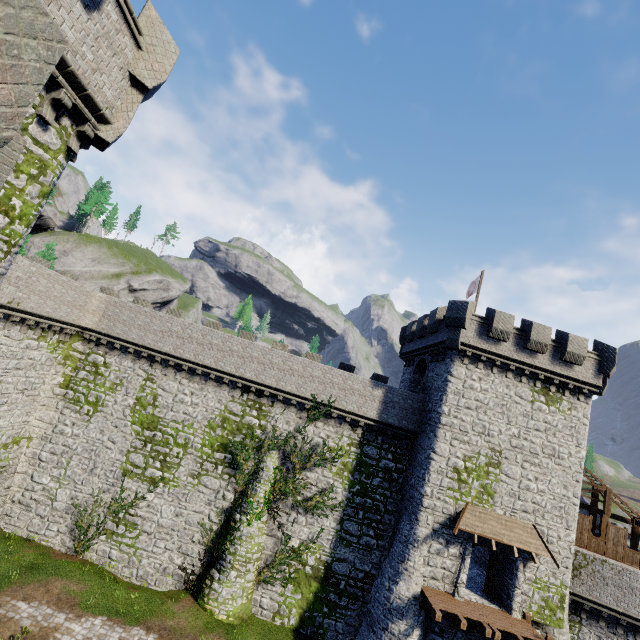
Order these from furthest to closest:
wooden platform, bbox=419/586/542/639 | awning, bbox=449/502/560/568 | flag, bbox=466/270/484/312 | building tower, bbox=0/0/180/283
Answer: flag, bbox=466/270/484/312 < awning, bbox=449/502/560/568 < wooden platform, bbox=419/586/542/639 < building tower, bbox=0/0/180/283

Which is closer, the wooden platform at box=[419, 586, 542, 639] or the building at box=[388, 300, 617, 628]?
the wooden platform at box=[419, 586, 542, 639]

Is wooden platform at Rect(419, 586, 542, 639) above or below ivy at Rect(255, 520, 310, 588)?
above

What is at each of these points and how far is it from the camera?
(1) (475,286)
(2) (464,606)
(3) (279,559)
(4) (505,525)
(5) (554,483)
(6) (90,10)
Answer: (1) flag, 25.4m
(2) wooden platform, 17.6m
(3) ivy, 20.5m
(4) awning, 19.0m
(5) building, 20.0m
(6) building tower, 7.5m

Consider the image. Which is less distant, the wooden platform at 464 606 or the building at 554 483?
the wooden platform at 464 606

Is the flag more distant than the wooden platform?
Yes

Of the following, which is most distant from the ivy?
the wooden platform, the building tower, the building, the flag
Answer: the flag

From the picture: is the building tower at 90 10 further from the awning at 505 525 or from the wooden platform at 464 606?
the awning at 505 525
